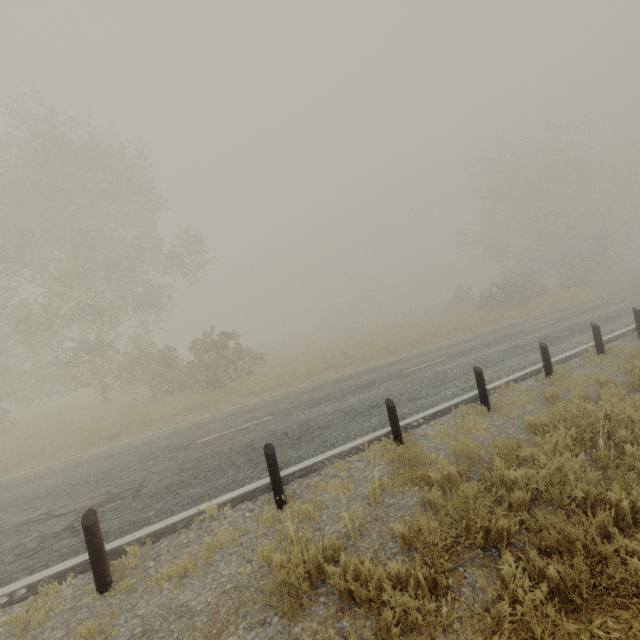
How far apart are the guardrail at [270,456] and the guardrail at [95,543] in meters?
2.2 m

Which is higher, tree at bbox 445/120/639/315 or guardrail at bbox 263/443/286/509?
tree at bbox 445/120/639/315

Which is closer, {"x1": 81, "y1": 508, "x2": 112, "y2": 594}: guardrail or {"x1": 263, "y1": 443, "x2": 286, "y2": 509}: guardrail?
{"x1": 81, "y1": 508, "x2": 112, "y2": 594}: guardrail

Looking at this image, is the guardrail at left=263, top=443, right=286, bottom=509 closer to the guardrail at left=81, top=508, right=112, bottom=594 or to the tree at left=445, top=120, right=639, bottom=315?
the guardrail at left=81, top=508, right=112, bottom=594

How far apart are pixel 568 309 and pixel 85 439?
25.34m

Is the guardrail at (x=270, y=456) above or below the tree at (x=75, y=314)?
below

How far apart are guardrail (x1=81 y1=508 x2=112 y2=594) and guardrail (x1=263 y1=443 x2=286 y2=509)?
2.24m
